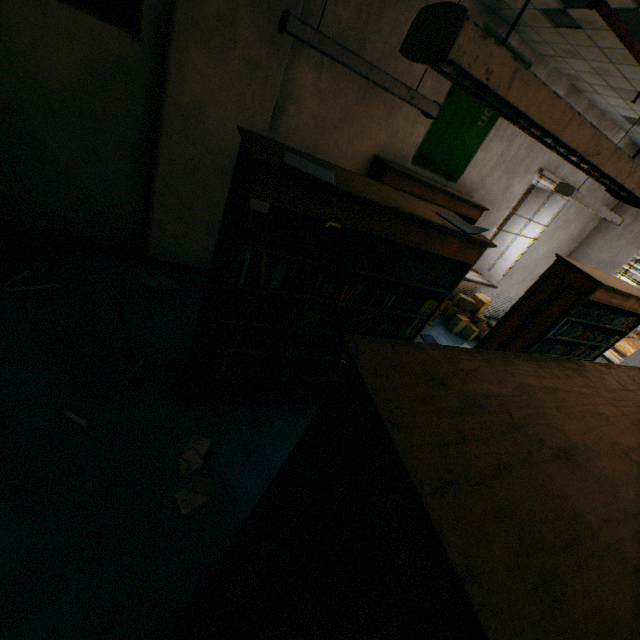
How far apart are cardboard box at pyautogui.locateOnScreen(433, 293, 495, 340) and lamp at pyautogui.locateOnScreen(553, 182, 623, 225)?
2.2 meters

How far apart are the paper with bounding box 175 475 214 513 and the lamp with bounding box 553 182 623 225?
5.2m

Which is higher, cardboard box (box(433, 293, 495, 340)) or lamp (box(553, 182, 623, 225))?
lamp (box(553, 182, 623, 225))

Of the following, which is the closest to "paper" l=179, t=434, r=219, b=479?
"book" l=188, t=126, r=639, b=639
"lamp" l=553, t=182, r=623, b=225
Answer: "book" l=188, t=126, r=639, b=639

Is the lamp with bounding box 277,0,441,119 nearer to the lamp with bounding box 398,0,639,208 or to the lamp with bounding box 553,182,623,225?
the lamp with bounding box 398,0,639,208

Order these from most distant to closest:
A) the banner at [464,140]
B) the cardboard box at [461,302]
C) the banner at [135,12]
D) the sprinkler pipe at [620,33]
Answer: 1. the cardboard box at [461,302]
2. the banner at [464,140]
3. the banner at [135,12]
4. the sprinkler pipe at [620,33]

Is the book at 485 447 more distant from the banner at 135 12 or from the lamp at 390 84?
the banner at 135 12

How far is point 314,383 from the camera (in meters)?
3.38
